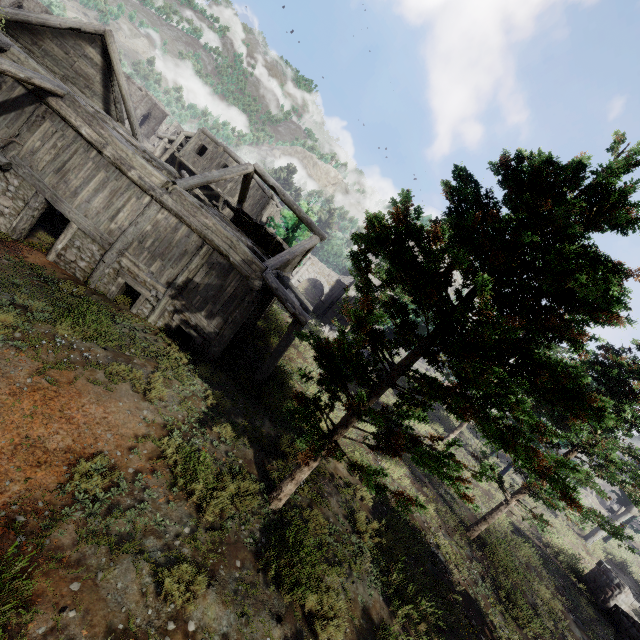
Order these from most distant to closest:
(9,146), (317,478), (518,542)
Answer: (518,542) < (9,146) < (317,478)

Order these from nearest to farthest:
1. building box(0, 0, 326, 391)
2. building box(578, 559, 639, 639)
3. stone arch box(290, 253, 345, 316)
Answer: building box(0, 0, 326, 391) → building box(578, 559, 639, 639) → stone arch box(290, 253, 345, 316)

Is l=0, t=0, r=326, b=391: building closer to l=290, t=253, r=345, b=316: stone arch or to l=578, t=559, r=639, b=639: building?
l=290, t=253, r=345, b=316: stone arch

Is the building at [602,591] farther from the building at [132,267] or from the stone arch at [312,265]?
the stone arch at [312,265]

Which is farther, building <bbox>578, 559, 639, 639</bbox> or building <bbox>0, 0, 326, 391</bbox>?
building <bbox>578, 559, 639, 639</bbox>

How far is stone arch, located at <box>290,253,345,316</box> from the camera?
43.12m

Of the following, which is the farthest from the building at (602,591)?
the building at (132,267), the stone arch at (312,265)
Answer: the stone arch at (312,265)

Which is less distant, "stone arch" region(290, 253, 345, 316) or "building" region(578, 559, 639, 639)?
"building" region(578, 559, 639, 639)
